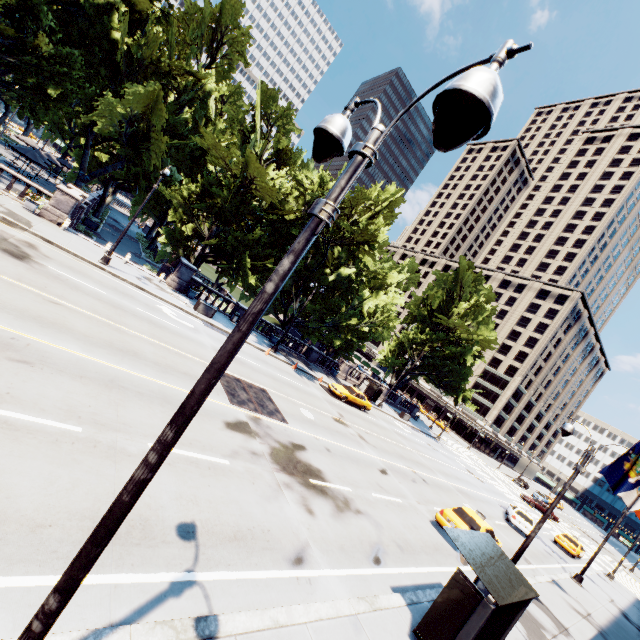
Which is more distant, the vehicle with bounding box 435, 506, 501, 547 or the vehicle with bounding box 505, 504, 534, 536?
the vehicle with bounding box 505, 504, 534, 536

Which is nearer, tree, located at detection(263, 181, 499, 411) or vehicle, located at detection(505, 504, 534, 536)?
vehicle, located at detection(505, 504, 534, 536)

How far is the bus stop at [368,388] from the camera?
36.8 meters

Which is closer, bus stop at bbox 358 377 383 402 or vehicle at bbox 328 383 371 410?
vehicle at bbox 328 383 371 410

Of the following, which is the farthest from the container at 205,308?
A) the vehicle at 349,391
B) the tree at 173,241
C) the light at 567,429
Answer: the light at 567,429

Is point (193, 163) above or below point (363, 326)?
above

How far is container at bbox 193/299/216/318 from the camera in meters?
24.7

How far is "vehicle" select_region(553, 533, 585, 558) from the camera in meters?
29.9
